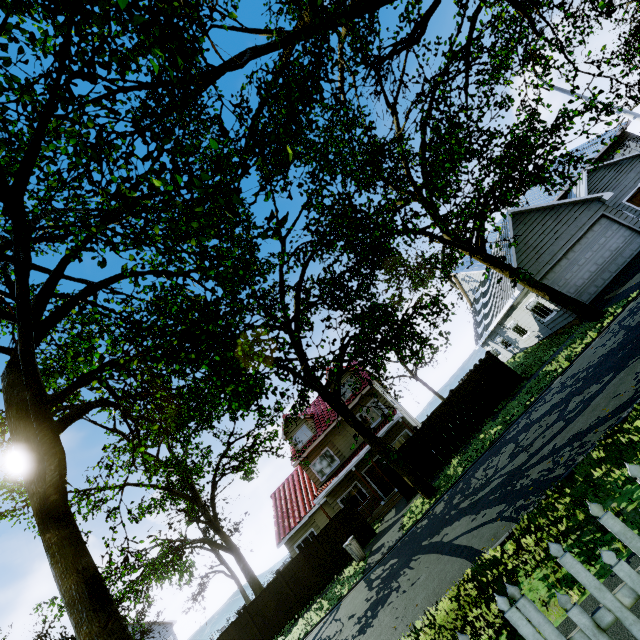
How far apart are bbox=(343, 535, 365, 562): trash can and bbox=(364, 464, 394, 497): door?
6.9 meters

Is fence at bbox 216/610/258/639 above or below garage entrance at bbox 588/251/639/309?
above

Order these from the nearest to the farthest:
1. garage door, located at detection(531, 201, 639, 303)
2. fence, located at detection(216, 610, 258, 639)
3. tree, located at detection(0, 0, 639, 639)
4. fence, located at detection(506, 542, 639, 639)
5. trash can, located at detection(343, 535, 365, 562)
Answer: fence, located at detection(506, 542, 639, 639) → tree, located at detection(0, 0, 639, 639) → trash can, located at detection(343, 535, 365, 562) → garage door, located at detection(531, 201, 639, 303) → fence, located at detection(216, 610, 258, 639)

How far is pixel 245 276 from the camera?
9.61m

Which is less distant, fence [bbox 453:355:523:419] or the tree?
the tree

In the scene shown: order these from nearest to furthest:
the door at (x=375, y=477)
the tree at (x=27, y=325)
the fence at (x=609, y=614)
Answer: the fence at (x=609, y=614), the tree at (x=27, y=325), the door at (x=375, y=477)

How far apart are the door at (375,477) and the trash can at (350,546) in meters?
6.9

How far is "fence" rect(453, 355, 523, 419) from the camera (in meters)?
16.44
